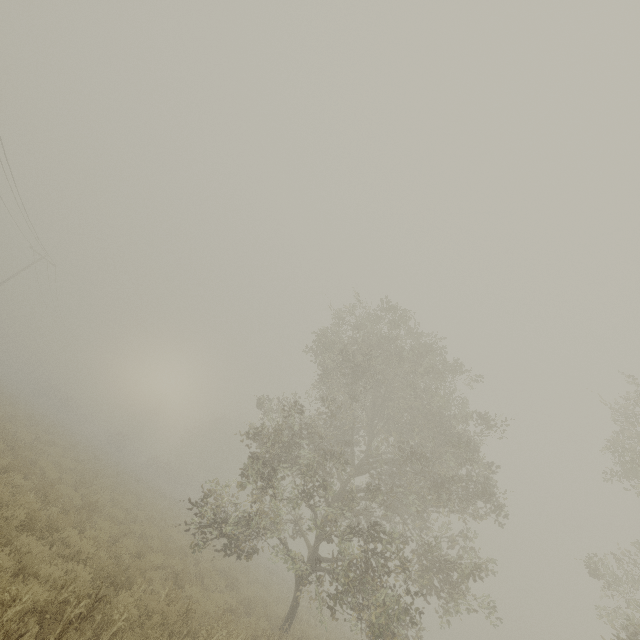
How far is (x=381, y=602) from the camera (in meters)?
8.78
